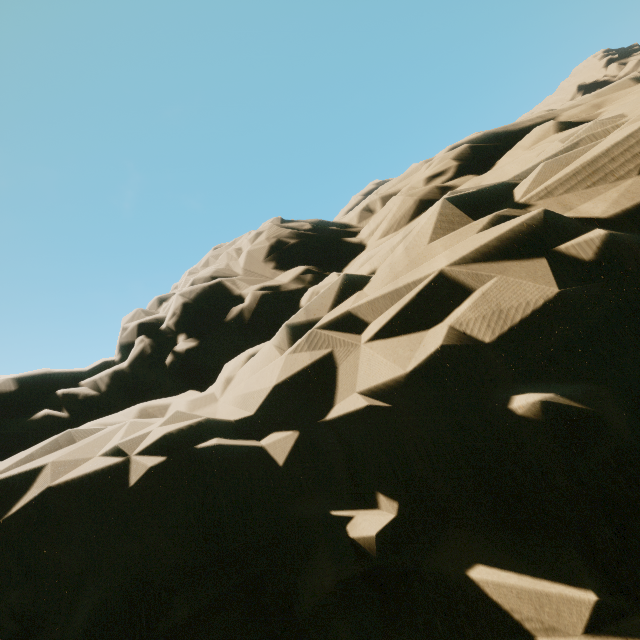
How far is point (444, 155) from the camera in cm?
1099
